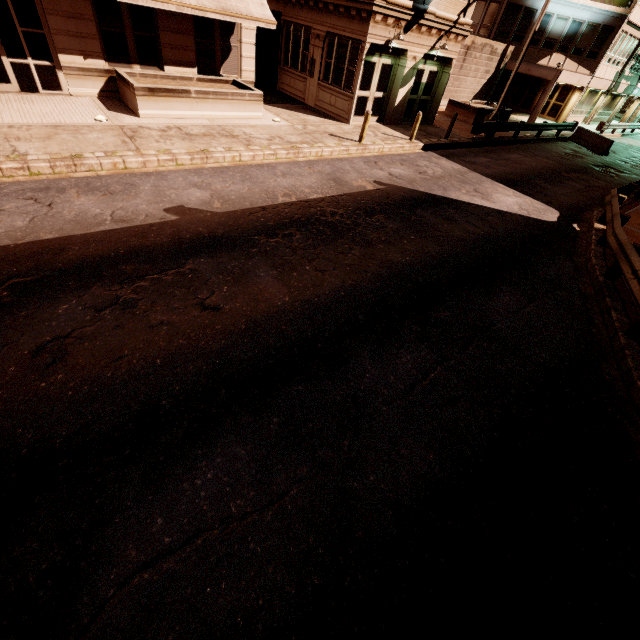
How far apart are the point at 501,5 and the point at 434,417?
37.36m

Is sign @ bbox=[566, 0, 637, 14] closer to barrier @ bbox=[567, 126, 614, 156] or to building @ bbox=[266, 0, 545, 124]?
→ building @ bbox=[266, 0, 545, 124]

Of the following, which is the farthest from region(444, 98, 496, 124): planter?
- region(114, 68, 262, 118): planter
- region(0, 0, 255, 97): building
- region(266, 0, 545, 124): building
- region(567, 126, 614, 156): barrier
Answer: region(114, 68, 262, 118): planter

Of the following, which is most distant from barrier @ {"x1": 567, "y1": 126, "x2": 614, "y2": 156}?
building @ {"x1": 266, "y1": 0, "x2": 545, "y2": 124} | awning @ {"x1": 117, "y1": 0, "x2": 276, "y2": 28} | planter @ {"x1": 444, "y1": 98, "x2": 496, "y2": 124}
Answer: awning @ {"x1": 117, "y1": 0, "x2": 276, "y2": 28}

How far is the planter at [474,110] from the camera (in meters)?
22.05

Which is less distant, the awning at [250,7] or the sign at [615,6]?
the awning at [250,7]

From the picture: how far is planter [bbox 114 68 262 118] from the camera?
11.5m
